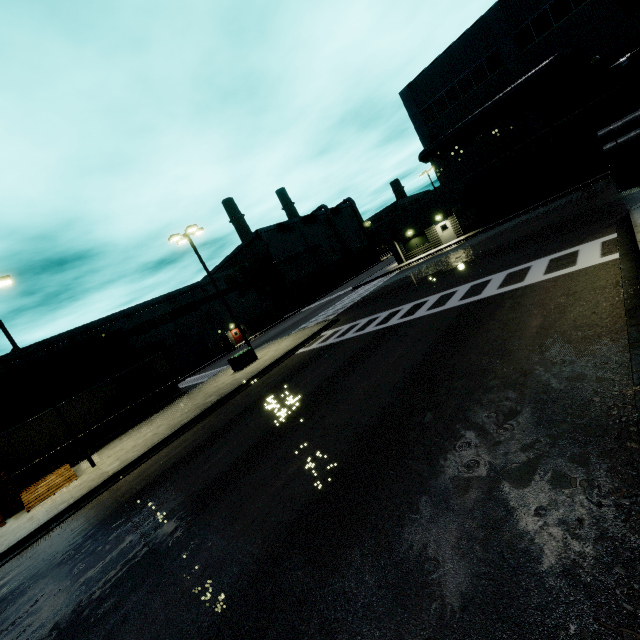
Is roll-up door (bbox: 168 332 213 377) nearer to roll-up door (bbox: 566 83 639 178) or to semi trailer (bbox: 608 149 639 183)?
semi trailer (bbox: 608 149 639 183)

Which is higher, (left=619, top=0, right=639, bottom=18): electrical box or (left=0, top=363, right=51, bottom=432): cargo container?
(left=619, top=0, right=639, bottom=18): electrical box

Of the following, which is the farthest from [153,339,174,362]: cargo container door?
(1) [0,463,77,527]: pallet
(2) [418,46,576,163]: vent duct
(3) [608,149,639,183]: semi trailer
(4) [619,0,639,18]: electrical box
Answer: (4) [619,0,639,18]: electrical box

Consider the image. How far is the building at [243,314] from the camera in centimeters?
4938cm

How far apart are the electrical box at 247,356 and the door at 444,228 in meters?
23.4 m

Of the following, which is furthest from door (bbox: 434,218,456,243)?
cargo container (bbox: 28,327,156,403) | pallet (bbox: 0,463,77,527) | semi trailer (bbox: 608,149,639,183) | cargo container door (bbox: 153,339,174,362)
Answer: pallet (bbox: 0,463,77,527)

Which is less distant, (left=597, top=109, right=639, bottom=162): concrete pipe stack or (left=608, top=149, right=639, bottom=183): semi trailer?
(left=597, top=109, right=639, bottom=162): concrete pipe stack

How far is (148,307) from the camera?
41.3 meters
